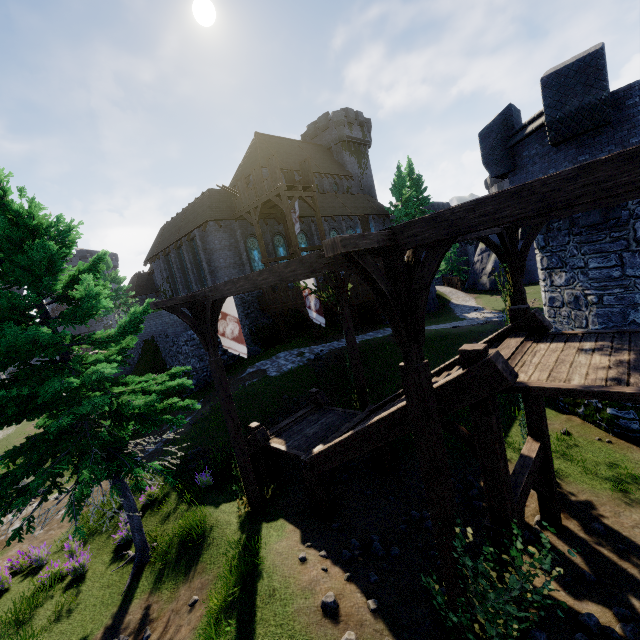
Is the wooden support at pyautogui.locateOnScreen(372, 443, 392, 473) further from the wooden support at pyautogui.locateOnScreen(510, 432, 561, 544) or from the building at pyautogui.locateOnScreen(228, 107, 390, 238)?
the building at pyautogui.locateOnScreen(228, 107, 390, 238)

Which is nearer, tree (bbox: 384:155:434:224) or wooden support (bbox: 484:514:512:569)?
wooden support (bbox: 484:514:512:569)

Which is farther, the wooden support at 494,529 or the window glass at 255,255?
the window glass at 255,255

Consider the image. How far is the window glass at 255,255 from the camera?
28.06m

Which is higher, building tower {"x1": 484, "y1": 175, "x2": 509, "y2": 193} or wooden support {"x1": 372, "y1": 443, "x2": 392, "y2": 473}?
building tower {"x1": 484, "y1": 175, "x2": 509, "y2": 193}

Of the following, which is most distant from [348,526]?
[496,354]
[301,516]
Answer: [496,354]

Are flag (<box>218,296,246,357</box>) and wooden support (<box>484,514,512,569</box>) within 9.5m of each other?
yes

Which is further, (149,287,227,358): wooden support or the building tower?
the building tower
